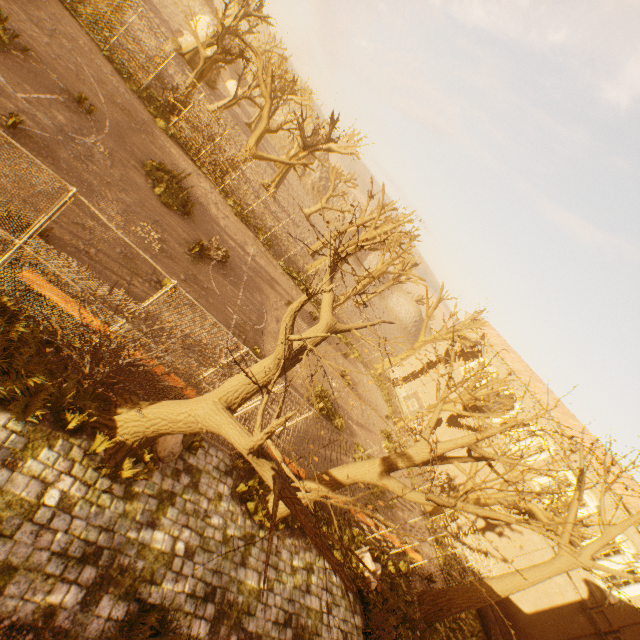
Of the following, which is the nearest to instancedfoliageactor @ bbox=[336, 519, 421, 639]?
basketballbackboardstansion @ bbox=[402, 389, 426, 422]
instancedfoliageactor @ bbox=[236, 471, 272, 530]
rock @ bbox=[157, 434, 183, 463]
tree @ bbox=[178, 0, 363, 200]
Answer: tree @ bbox=[178, 0, 363, 200]

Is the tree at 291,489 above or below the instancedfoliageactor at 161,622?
above

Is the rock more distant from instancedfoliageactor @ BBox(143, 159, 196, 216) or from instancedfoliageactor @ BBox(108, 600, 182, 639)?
instancedfoliageactor @ BBox(143, 159, 196, 216)

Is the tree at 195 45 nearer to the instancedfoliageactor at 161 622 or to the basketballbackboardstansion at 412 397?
the instancedfoliageactor at 161 622

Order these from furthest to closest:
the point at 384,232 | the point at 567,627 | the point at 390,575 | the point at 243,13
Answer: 1. the point at 243,13
2. the point at 384,232
3. the point at 567,627
4. the point at 390,575

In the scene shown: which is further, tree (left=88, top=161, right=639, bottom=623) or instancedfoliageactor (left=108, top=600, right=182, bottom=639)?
instancedfoliageactor (left=108, top=600, right=182, bottom=639)

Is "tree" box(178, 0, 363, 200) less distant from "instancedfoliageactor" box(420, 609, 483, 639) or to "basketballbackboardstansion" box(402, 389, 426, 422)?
"instancedfoliageactor" box(420, 609, 483, 639)

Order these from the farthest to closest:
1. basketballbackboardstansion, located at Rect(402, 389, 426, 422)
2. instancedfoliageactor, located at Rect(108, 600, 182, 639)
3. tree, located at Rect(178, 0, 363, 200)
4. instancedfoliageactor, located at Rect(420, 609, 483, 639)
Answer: basketballbackboardstansion, located at Rect(402, 389, 426, 422)
tree, located at Rect(178, 0, 363, 200)
instancedfoliageactor, located at Rect(420, 609, 483, 639)
instancedfoliageactor, located at Rect(108, 600, 182, 639)
